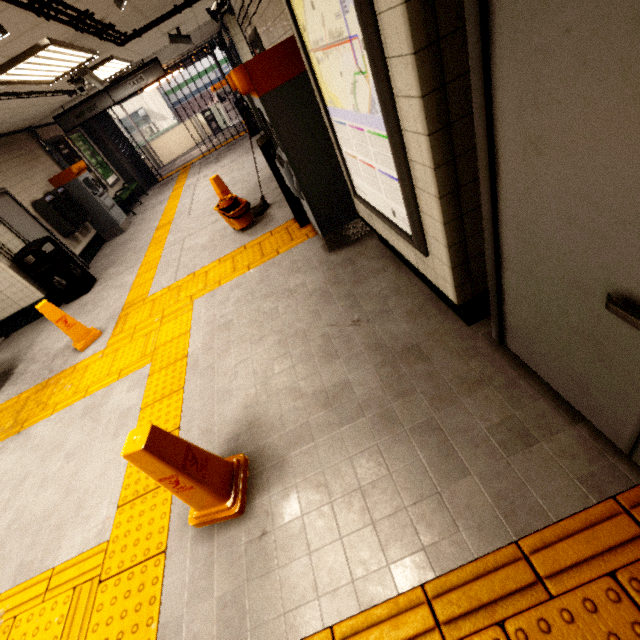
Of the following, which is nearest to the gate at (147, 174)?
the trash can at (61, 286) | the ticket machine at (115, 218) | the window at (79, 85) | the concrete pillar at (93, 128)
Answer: the concrete pillar at (93, 128)

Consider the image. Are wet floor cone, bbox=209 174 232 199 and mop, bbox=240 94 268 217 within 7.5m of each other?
yes

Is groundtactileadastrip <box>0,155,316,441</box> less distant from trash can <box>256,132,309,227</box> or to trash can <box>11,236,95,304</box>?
trash can <box>256,132,309,227</box>

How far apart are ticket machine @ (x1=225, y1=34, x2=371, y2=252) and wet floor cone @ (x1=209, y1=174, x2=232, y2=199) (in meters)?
2.17

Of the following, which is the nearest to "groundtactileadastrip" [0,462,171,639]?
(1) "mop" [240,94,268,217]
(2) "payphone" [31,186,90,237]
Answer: (1) "mop" [240,94,268,217]

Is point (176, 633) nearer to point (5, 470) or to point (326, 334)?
point (326, 334)

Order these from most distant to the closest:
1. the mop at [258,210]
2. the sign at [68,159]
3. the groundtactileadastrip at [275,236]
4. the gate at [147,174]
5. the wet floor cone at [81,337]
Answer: the gate at [147,174] → the sign at [68,159] → the mop at [258,210] → the wet floor cone at [81,337] → the groundtactileadastrip at [275,236]

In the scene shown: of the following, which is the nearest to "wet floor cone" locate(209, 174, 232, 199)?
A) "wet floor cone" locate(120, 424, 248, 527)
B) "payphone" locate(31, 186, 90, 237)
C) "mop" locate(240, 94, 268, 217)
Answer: A: "mop" locate(240, 94, 268, 217)
